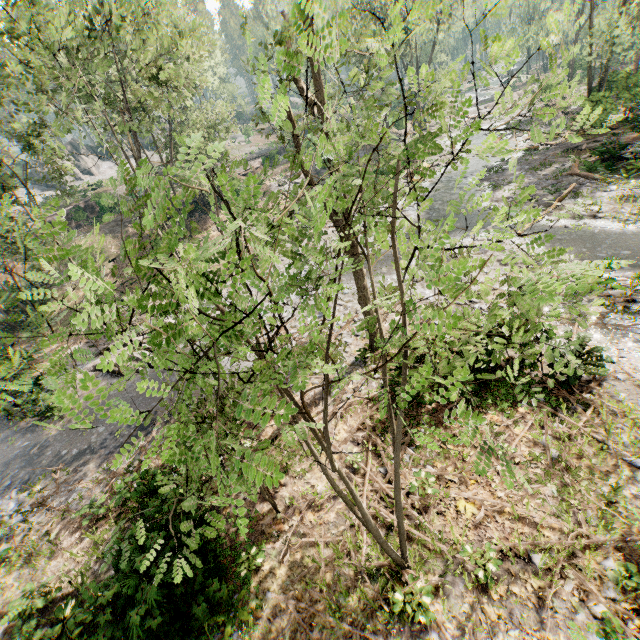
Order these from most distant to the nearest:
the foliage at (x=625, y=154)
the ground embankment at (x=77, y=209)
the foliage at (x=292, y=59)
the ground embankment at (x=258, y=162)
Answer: the ground embankment at (x=258, y=162) → the ground embankment at (x=77, y=209) → the foliage at (x=625, y=154) → the foliage at (x=292, y=59)

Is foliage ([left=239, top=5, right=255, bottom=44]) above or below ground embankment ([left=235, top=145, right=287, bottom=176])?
above

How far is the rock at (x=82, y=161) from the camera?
55.1m

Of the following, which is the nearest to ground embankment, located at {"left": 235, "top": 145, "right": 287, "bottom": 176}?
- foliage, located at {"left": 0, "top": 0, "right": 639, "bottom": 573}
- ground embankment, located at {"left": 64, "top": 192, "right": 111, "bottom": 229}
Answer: foliage, located at {"left": 0, "top": 0, "right": 639, "bottom": 573}

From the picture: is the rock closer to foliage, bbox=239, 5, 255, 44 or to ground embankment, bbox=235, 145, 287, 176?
foliage, bbox=239, 5, 255, 44

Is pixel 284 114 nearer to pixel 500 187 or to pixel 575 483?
pixel 575 483

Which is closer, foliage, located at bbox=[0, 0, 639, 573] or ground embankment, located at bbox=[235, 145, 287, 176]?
foliage, located at bbox=[0, 0, 639, 573]

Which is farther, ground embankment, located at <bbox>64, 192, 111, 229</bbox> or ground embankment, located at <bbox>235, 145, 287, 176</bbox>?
ground embankment, located at <bbox>235, 145, 287, 176</bbox>
